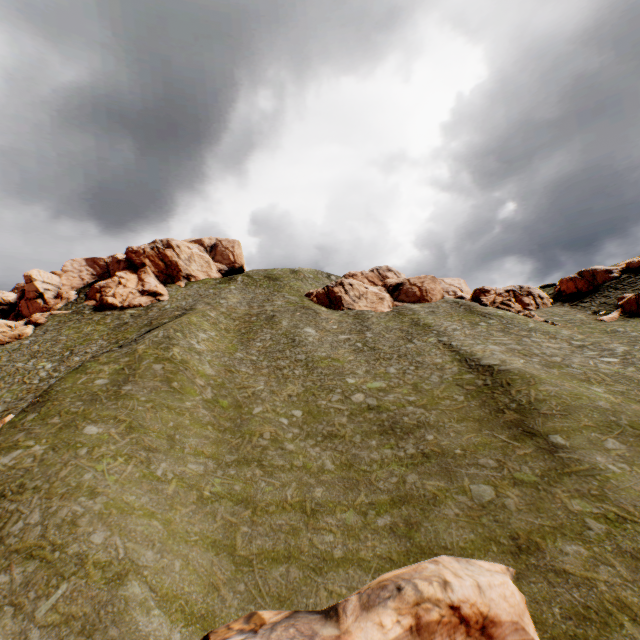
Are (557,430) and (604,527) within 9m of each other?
yes

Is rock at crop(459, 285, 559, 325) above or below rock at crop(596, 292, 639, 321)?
above

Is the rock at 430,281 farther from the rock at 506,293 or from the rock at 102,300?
the rock at 102,300

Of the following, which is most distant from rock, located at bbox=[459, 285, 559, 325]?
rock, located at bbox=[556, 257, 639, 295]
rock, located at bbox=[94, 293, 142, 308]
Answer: rock, located at bbox=[94, 293, 142, 308]

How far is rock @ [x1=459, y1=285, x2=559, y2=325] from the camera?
47.9 meters

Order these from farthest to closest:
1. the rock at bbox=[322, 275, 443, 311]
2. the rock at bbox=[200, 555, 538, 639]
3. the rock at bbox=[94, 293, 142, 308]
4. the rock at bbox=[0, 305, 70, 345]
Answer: the rock at bbox=[94, 293, 142, 308], the rock at bbox=[322, 275, 443, 311], the rock at bbox=[0, 305, 70, 345], the rock at bbox=[200, 555, 538, 639]

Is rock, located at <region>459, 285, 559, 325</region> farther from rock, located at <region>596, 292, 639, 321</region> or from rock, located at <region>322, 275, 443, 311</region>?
rock, located at <region>322, 275, 443, 311</region>

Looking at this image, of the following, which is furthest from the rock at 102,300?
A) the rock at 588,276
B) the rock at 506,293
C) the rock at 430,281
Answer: the rock at 506,293
